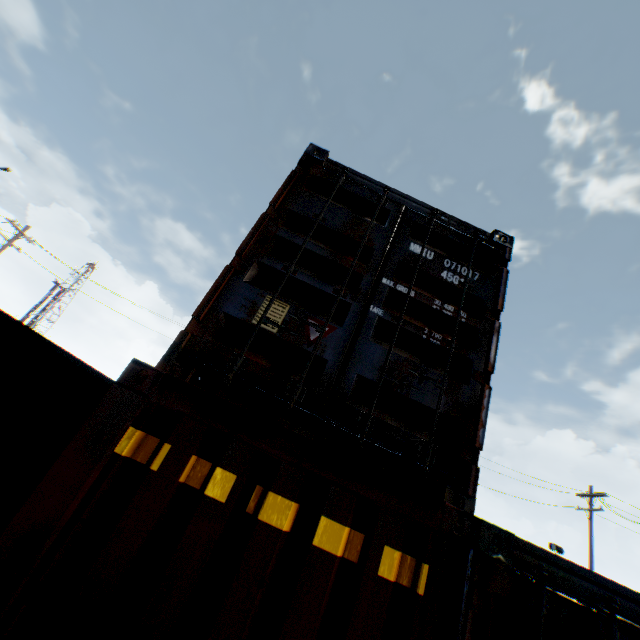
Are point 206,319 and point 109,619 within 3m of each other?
yes
